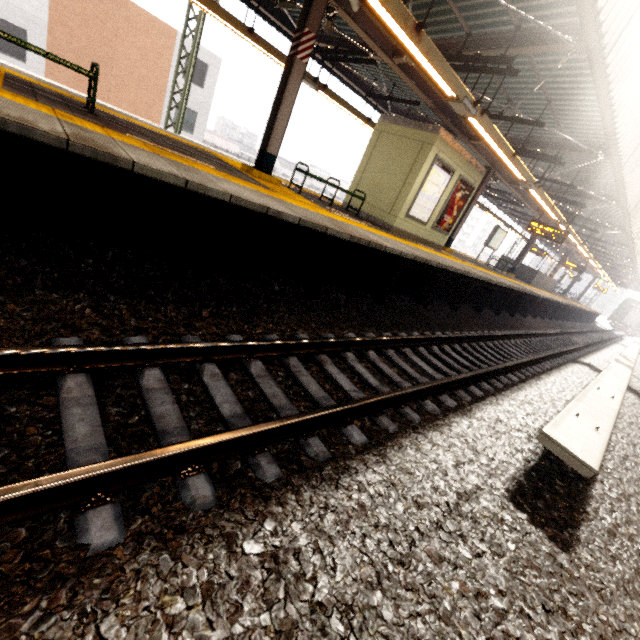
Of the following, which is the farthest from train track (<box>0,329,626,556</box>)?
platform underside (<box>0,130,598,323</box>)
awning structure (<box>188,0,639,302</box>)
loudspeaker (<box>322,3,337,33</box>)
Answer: loudspeaker (<box>322,3,337,33</box>)

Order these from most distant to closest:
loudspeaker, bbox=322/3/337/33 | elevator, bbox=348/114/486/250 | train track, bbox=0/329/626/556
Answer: elevator, bbox=348/114/486/250, loudspeaker, bbox=322/3/337/33, train track, bbox=0/329/626/556

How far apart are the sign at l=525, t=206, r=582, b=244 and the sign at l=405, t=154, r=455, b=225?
6.4 meters

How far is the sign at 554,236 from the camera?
13.1 meters

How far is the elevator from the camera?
9.05m

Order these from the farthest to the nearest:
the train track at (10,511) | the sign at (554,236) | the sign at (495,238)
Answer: the sign at (495,238)
the sign at (554,236)
the train track at (10,511)

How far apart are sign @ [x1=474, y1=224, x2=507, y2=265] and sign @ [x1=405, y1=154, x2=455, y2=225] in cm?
804

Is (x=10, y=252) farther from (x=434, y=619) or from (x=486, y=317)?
(x=486, y=317)
